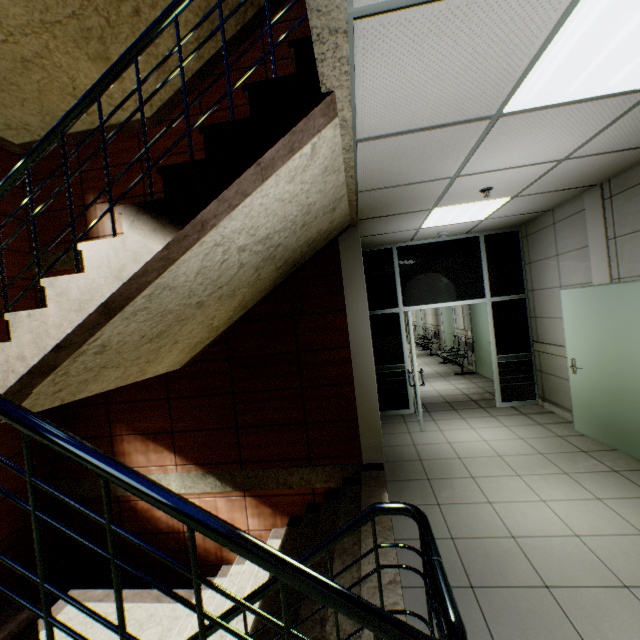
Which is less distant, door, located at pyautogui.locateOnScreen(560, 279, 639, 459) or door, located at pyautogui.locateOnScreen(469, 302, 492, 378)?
door, located at pyautogui.locateOnScreen(560, 279, 639, 459)

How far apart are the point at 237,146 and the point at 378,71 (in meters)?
0.84

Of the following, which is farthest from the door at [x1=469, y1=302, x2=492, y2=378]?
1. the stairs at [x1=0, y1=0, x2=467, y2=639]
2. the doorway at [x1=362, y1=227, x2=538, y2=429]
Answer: the stairs at [x1=0, y1=0, x2=467, y2=639]

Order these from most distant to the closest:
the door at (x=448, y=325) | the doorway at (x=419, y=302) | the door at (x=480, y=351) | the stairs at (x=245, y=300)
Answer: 1. the door at (x=448, y=325)
2. the door at (x=480, y=351)
3. the doorway at (x=419, y=302)
4. the stairs at (x=245, y=300)

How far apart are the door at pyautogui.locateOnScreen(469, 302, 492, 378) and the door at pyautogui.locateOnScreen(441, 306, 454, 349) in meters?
1.7 m

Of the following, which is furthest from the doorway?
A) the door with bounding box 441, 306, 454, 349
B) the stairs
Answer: the door with bounding box 441, 306, 454, 349

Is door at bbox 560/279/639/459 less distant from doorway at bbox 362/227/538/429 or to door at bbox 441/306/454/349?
doorway at bbox 362/227/538/429

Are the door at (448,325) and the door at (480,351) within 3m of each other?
yes
